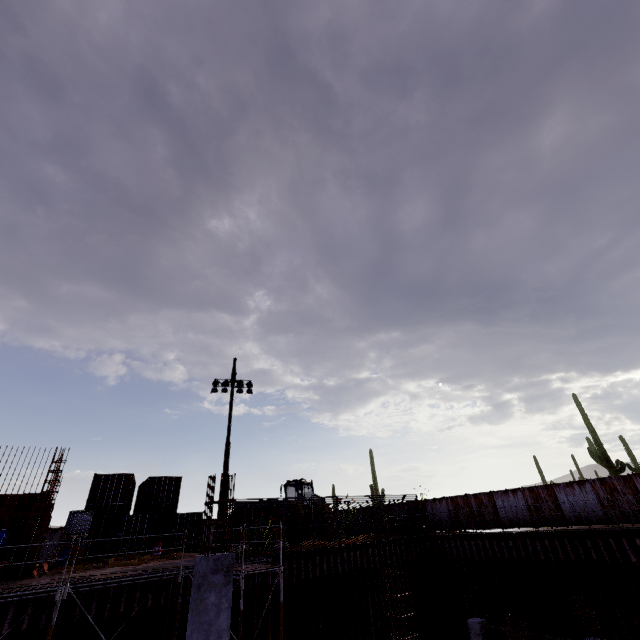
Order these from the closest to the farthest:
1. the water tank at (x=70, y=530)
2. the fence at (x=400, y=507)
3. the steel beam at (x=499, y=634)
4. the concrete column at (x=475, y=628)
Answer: the steel beam at (x=499, y=634)
the concrete column at (x=475, y=628)
the fence at (x=400, y=507)
the water tank at (x=70, y=530)

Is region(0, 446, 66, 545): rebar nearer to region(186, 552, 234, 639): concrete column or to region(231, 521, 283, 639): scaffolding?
region(186, 552, 234, 639): concrete column

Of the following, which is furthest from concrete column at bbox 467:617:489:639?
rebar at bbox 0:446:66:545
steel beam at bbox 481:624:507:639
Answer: rebar at bbox 0:446:66:545

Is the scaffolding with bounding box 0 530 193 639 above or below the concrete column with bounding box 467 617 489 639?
above

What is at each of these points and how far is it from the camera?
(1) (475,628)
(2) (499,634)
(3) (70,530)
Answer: (1) concrete column, 15.1m
(2) steel beam, 14.5m
(3) water tank, 18.4m

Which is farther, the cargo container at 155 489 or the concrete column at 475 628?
the cargo container at 155 489

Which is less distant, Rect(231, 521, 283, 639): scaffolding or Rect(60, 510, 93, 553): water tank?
Rect(231, 521, 283, 639): scaffolding

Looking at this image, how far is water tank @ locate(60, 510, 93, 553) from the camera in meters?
18.2 m
